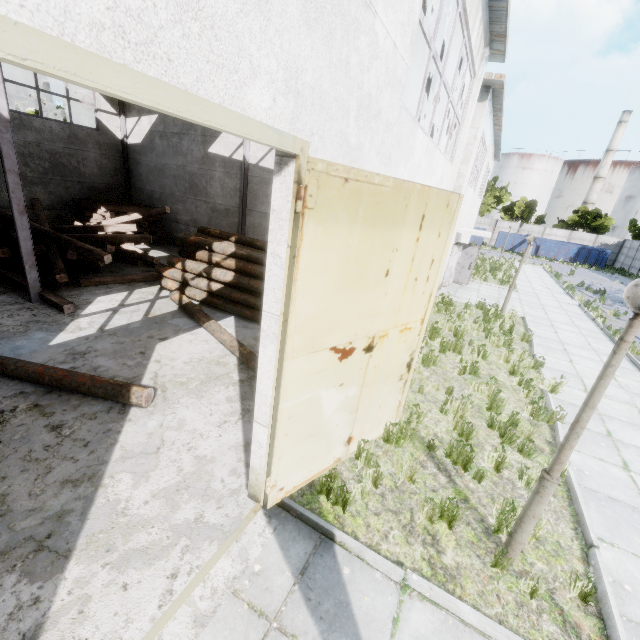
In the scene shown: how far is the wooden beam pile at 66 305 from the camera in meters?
7.8 m

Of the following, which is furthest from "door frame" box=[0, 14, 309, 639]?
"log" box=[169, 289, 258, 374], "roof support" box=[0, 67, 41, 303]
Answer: "log" box=[169, 289, 258, 374]

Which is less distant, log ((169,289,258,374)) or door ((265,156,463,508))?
door ((265,156,463,508))

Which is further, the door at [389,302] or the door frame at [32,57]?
the door at [389,302]

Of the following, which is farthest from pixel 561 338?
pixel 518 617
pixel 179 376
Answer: → pixel 179 376

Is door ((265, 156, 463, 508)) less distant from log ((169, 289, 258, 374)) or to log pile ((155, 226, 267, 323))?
log ((169, 289, 258, 374))

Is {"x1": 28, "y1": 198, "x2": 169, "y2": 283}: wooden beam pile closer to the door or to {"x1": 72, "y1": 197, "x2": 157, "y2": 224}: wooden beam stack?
{"x1": 72, "y1": 197, "x2": 157, "y2": 224}: wooden beam stack

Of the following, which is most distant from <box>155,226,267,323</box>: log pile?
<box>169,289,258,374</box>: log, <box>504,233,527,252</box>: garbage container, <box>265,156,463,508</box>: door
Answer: <box>504,233,527,252</box>: garbage container
